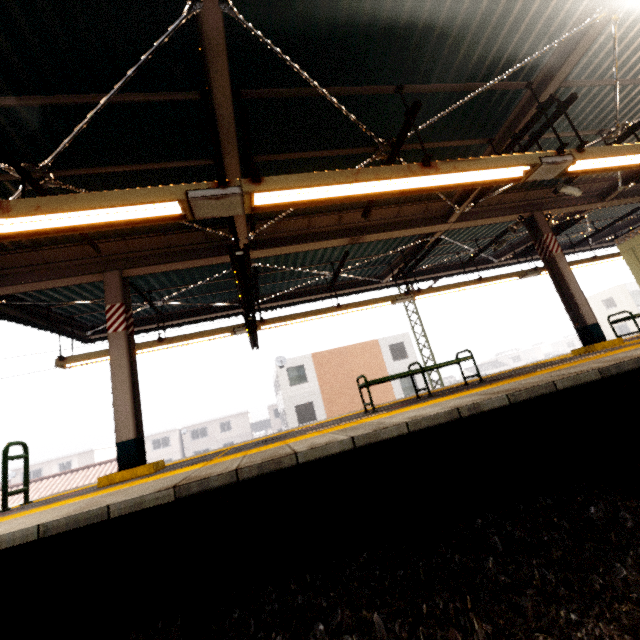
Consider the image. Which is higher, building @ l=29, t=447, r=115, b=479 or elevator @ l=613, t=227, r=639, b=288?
elevator @ l=613, t=227, r=639, b=288

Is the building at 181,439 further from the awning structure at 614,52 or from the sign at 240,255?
the sign at 240,255

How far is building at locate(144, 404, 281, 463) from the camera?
44.19m

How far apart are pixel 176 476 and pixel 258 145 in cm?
461

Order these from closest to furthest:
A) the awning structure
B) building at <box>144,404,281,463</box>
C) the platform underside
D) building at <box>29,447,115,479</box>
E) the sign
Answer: the platform underside → the awning structure → the sign → building at <box>29,447,115,479</box> → building at <box>144,404,281,463</box>

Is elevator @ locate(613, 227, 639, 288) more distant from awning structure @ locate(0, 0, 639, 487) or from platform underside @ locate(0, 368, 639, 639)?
platform underside @ locate(0, 368, 639, 639)

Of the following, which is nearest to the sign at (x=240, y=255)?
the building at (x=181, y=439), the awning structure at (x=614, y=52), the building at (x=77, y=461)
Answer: the awning structure at (x=614, y=52)

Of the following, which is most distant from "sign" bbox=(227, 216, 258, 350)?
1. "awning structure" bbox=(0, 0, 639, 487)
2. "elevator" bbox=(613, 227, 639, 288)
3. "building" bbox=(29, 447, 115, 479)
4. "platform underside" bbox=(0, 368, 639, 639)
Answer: "building" bbox=(29, 447, 115, 479)
